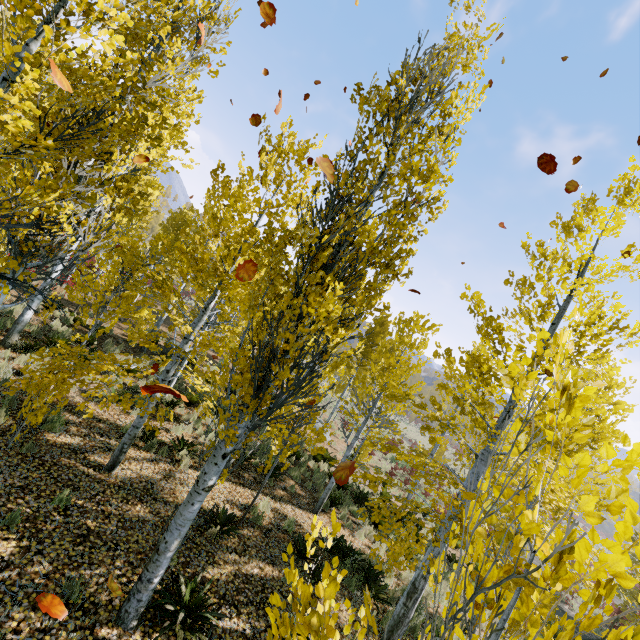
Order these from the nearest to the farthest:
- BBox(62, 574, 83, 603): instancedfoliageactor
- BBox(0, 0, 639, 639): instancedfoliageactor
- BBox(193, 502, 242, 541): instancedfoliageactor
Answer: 1. BBox(0, 0, 639, 639): instancedfoliageactor
2. BBox(62, 574, 83, 603): instancedfoliageactor
3. BBox(193, 502, 242, 541): instancedfoliageactor

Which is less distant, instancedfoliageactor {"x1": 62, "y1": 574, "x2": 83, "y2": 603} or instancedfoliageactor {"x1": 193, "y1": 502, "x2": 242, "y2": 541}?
instancedfoliageactor {"x1": 62, "y1": 574, "x2": 83, "y2": 603}

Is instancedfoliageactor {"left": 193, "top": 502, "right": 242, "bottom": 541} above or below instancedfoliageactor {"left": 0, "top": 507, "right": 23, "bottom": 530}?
above

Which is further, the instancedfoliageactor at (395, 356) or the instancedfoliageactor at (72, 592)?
the instancedfoliageactor at (72, 592)

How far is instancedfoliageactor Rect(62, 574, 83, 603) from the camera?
4.2m

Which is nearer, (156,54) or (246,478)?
(156,54)
